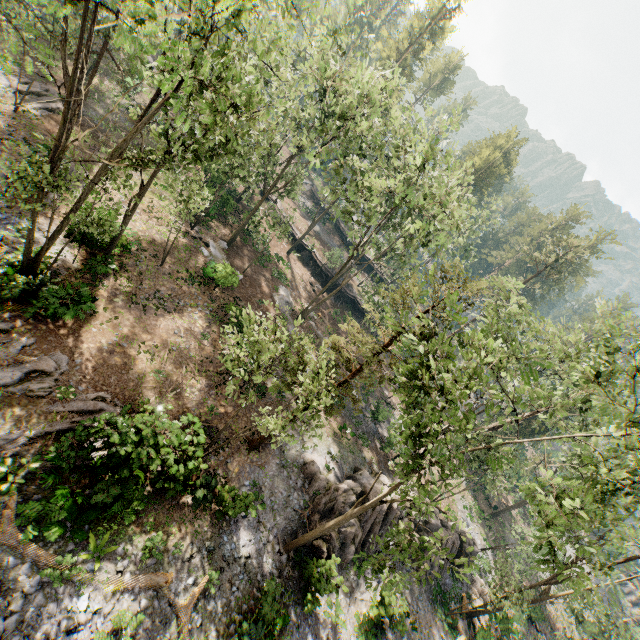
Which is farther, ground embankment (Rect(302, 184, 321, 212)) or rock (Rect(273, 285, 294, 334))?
ground embankment (Rect(302, 184, 321, 212))

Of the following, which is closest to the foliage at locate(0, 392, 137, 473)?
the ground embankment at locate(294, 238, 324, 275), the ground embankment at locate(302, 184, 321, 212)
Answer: the ground embankment at locate(294, 238, 324, 275)

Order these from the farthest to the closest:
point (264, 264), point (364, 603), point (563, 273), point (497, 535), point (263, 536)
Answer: point (563, 273)
point (497, 535)
point (264, 264)
point (364, 603)
point (263, 536)

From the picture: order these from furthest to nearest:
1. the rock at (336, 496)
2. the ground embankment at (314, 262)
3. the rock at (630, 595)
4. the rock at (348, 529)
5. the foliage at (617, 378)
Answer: the rock at (630, 595) → the ground embankment at (314, 262) → the rock at (336, 496) → the rock at (348, 529) → the foliage at (617, 378)

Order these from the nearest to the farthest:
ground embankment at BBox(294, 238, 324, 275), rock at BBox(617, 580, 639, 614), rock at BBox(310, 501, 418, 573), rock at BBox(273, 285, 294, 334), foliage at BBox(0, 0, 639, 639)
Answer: foliage at BBox(0, 0, 639, 639), rock at BBox(310, 501, 418, 573), rock at BBox(273, 285, 294, 334), ground embankment at BBox(294, 238, 324, 275), rock at BBox(617, 580, 639, 614)

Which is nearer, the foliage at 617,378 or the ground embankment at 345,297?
the foliage at 617,378

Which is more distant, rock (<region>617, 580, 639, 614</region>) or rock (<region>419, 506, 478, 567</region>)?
rock (<region>617, 580, 639, 614</region>)

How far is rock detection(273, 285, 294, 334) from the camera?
29.9m
